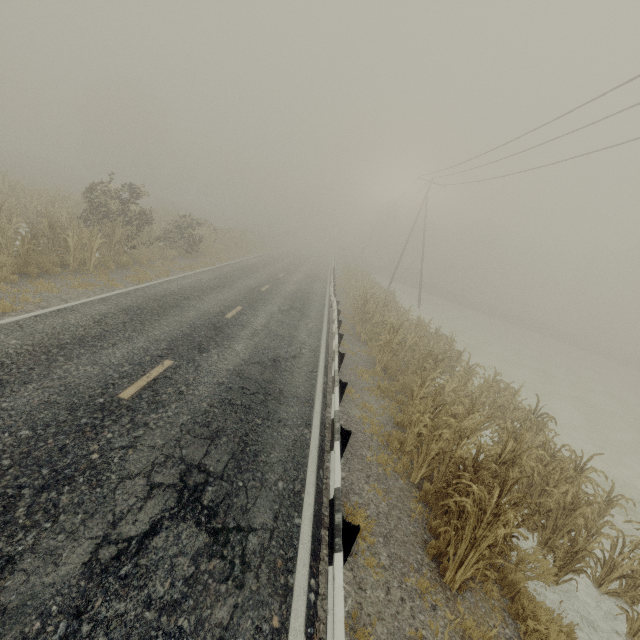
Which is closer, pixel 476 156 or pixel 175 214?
pixel 476 156

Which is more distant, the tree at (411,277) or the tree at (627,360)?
the tree at (411,277)

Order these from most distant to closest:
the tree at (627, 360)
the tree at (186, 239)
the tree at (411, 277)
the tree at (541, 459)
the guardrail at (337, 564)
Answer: the tree at (411, 277), the tree at (627, 360), the tree at (186, 239), the tree at (541, 459), the guardrail at (337, 564)

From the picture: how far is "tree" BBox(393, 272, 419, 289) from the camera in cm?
5739

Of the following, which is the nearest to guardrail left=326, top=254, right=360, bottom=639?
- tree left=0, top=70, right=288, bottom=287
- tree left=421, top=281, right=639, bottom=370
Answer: tree left=0, top=70, right=288, bottom=287

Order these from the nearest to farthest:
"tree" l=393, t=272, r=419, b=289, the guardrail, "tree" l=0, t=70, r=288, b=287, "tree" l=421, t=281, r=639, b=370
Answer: the guardrail < "tree" l=0, t=70, r=288, b=287 < "tree" l=421, t=281, r=639, b=370 < "tree" l=393, t=272, r=419, b=289

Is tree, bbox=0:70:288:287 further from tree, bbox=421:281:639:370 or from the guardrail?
tree, bbox=421:281:639:370
